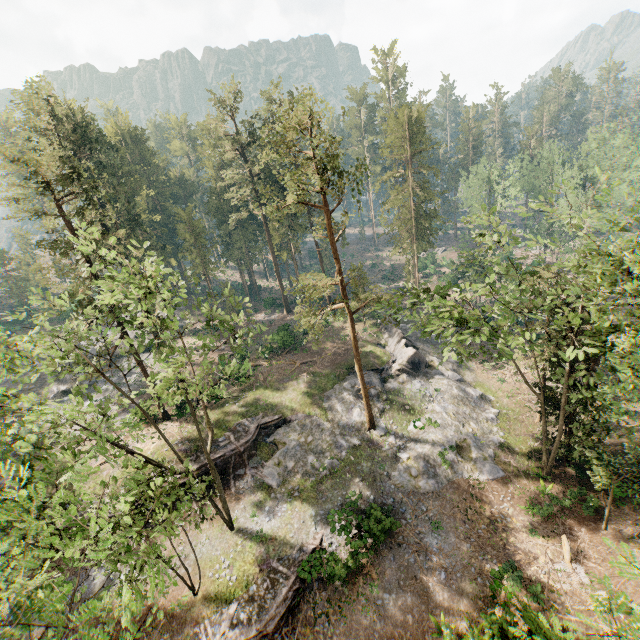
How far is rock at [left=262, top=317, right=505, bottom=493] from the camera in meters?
24.6

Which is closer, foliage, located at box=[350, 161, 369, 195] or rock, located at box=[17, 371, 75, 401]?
foliage, located at box=[350, 161, 369, 195]

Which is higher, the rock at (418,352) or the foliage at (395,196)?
the foliage at (395,196)

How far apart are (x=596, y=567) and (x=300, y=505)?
18.0m

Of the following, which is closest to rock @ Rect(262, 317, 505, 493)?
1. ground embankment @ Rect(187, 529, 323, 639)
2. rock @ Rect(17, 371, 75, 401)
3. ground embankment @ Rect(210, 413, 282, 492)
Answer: ground embankment @ Rect(210, 413, 282, 492)

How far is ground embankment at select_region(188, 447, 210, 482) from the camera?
25.0m

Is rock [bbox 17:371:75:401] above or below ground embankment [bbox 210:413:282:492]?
above

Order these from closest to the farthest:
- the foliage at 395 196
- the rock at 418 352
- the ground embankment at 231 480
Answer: the foliage at 395 196 < the rock at 418 352 < the ground embankment at 231 480
